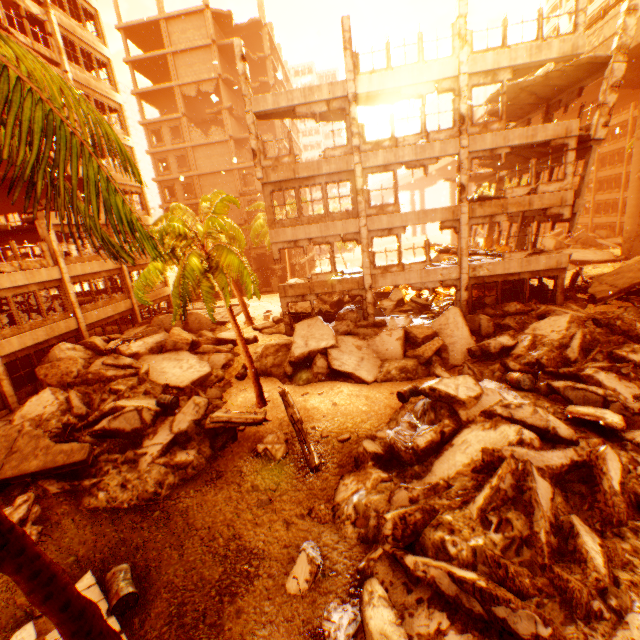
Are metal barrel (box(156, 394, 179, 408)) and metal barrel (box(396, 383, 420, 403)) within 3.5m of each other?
no

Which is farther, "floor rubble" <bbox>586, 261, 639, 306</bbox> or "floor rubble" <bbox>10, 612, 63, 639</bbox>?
"floor rubble" <bbox>586, 261, 639, 306</bbox>

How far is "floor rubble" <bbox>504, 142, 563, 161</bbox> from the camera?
16.5m

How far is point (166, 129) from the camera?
37.5 meters

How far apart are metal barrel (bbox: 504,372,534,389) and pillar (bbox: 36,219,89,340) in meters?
22.3

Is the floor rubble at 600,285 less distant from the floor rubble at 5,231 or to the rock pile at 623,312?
the rock pile at 623,312

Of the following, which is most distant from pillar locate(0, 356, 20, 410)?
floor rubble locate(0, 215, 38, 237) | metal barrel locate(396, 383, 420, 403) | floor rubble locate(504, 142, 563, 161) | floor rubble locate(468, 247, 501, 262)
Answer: floor rubble locate(504, 142, 563, 161)

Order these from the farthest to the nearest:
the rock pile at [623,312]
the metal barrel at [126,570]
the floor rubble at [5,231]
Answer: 1. the floor rubble at [5,231]
2. the metal barrel at [126,570]
3. the rock pile at [623,312]
